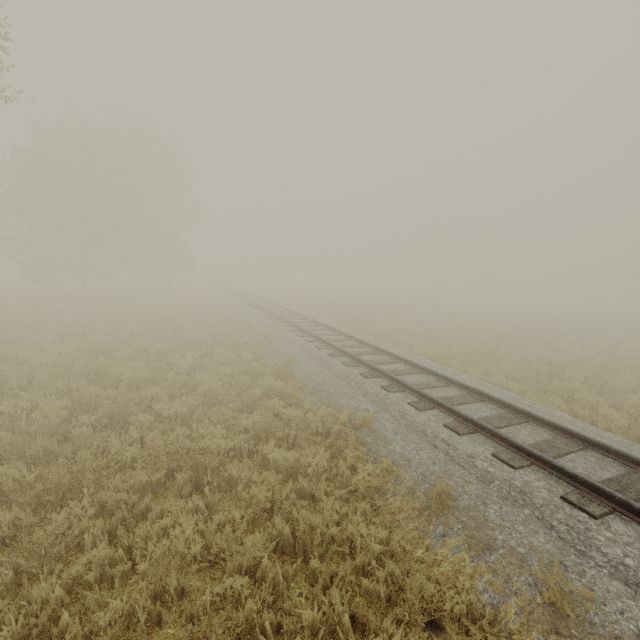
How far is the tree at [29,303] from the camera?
16.7 meters

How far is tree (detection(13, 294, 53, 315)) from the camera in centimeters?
1668cm

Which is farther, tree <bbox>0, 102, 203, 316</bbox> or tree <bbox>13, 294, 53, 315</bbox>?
tree <bbox>0, 102, 203, 316</bbox>

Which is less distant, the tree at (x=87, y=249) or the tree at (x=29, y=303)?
the tree at (x=29, y=303)

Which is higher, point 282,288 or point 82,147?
point 82,147

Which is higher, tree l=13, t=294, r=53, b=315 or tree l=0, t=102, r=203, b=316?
tree l=0, t=102, r=203, b=316
